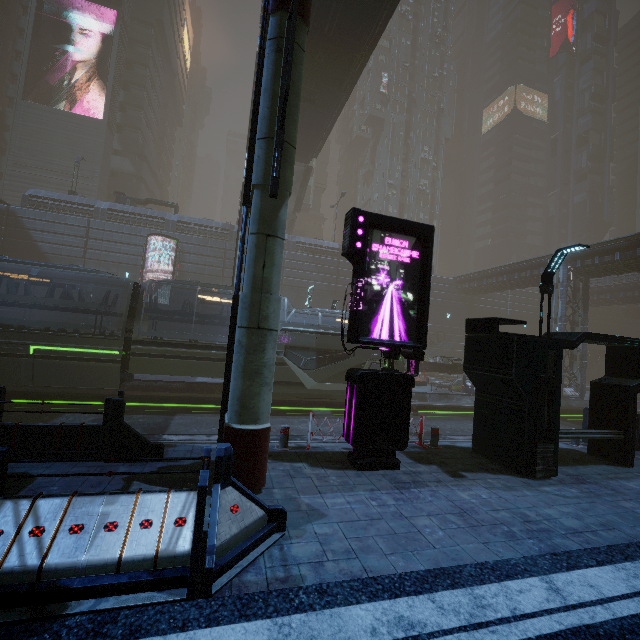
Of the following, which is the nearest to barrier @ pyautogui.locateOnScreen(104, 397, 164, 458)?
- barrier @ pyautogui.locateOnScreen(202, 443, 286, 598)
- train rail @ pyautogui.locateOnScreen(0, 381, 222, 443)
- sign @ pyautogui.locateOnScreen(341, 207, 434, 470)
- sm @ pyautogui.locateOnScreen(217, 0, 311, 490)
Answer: train rail @ pyautogui.locateOnScreen(0, 381, 222, 443)

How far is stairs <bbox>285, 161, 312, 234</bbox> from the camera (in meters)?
33.44

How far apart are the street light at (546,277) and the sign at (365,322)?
2.9 meters

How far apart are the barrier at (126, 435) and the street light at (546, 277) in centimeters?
926cm

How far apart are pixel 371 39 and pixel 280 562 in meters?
24.6

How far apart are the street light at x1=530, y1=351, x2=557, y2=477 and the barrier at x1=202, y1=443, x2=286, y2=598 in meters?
6.4 m

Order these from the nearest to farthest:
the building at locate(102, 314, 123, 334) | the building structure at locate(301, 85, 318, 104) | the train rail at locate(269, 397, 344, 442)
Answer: the train rail at locate(269, 397, 344, 442) → the building structure at locate(301, 85, 318, 104) → the building at locate(102, 314, 123, 334)

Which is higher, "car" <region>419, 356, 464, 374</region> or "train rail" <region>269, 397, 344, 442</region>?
"car" <region>419, 356, 464, 374</region>
